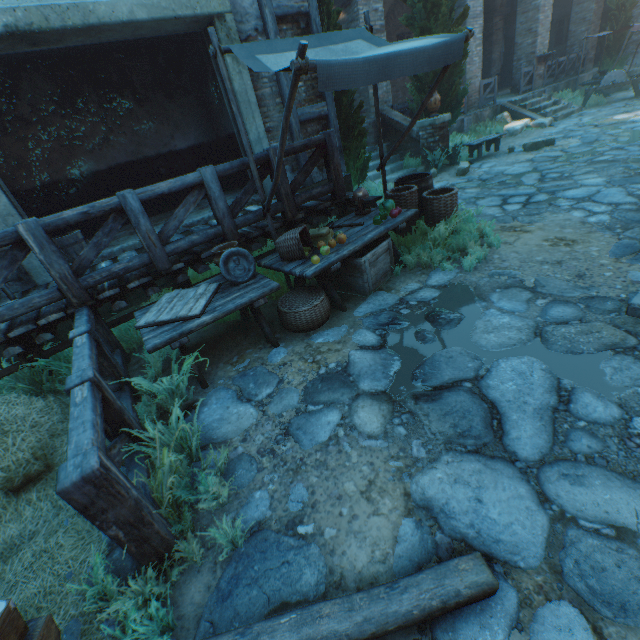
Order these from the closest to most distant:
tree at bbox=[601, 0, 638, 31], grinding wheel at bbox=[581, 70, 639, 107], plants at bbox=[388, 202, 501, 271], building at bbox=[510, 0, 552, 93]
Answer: plants at bbox=[388, 202, 501, 271] → grinding wheel at bbox=[581, 70, 639, 107] → building at bbox=[510, 0, 552, 93] → tree at bbox=[601, 0, 638, 31]

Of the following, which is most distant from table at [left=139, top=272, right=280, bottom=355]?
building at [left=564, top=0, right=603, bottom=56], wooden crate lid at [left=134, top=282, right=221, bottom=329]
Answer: building at [left=564, top=0, right=603, bottom=56]

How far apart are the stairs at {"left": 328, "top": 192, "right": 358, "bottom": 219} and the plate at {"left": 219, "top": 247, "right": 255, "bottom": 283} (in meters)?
2.54

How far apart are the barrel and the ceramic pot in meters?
5.0

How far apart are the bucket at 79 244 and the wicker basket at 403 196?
5.0m

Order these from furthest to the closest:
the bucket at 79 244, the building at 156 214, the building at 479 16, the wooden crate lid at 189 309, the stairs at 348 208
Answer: the building at 479 16
the building at 156 214
the stairs at 348 208
the bucket at 79 244
the wooden crate lid at 189 309

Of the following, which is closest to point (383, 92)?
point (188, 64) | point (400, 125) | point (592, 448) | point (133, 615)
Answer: point (400, 125)

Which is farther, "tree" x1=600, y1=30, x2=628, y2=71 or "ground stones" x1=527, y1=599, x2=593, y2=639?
"tree" x1=600, y1=30, x2=628, y2=71
